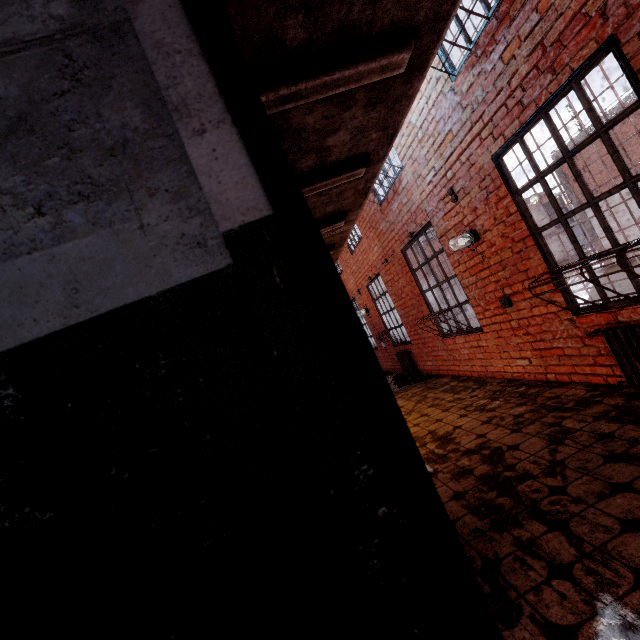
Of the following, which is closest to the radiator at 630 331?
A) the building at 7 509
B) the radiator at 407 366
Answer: the building at 7 509

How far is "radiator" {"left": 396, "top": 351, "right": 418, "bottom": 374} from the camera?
8.3 meters

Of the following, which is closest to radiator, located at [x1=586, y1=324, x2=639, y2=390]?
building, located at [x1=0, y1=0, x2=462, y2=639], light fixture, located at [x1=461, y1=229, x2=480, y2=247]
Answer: light fixture, located at [x1=461, y1=229, x2=480, y2=247]

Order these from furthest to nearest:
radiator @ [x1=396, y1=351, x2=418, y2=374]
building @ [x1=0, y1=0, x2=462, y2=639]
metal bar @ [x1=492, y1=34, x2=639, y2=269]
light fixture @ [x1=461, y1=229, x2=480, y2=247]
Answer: radiator @ [x1=396, y1=351, x2=418, y2=374] → light fixture @ [x1=461, y1=229, x2=480, y2=247] → metal bar @ [x1=492, y1=34, x2=639, y2=269] → building @ [x1=0, y1=0, x2=462, y2=639]

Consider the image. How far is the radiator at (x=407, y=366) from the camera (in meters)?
8.31

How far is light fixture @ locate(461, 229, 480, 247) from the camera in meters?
4.3

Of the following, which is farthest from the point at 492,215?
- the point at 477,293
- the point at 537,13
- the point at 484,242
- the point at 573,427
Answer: the point at 573,427

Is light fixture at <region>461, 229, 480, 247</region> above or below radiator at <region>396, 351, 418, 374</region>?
above
